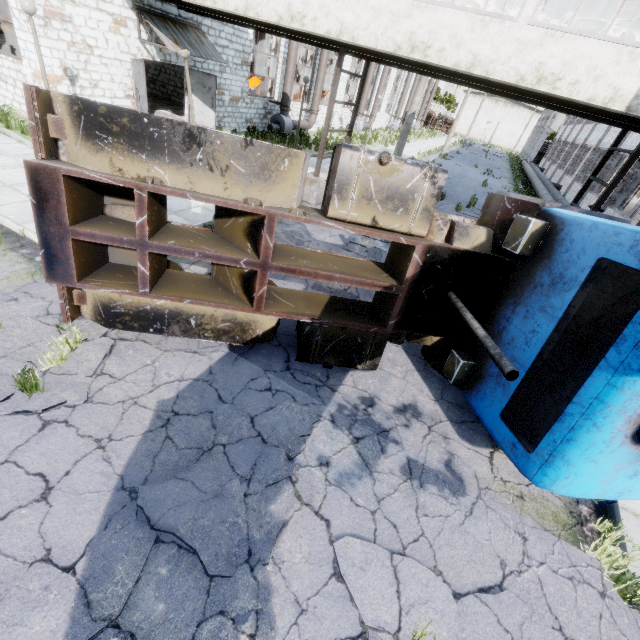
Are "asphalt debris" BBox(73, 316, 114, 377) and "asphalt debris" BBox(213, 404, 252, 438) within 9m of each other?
yes

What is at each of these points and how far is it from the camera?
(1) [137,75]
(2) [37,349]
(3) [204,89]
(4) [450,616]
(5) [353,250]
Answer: (1) door, 12.1m
(2) asphalt debris, 4.2m
(3) door, 14.8m
(4) asphalt debris, 3.0m
(5) asphalt debris, 9.0m

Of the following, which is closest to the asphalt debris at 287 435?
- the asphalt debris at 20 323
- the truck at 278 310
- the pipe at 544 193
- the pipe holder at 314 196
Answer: the truck at 278 310

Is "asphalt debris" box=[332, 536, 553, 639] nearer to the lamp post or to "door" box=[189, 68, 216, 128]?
the lamp post

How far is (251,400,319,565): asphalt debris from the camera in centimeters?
314cm

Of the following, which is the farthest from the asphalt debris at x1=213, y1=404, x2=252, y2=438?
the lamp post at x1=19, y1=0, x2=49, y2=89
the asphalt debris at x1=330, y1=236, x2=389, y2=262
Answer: the lamp post at x1=19, y1=0, x2=49, y2=89

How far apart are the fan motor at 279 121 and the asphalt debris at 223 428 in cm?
1995

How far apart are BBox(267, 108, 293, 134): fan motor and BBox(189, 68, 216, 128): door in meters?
4.7
